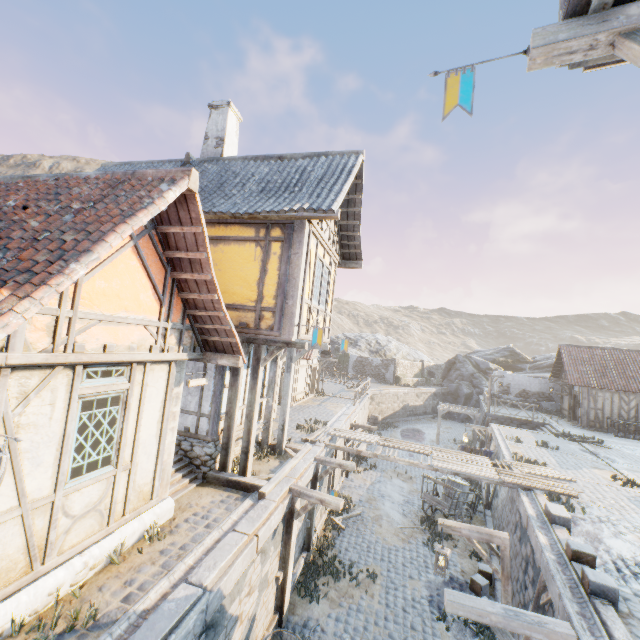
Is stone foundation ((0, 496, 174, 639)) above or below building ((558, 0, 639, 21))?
below

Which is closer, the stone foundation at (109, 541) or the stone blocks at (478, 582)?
the stone foundation at (109, 541)

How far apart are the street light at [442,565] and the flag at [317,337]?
5.5m

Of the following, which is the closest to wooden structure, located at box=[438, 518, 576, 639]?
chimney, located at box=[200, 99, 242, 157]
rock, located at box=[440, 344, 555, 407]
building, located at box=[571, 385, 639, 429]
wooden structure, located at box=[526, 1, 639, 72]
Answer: wooden structure, located at box=[526, 1, 639, 72]

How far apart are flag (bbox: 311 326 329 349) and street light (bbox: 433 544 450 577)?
5.52m

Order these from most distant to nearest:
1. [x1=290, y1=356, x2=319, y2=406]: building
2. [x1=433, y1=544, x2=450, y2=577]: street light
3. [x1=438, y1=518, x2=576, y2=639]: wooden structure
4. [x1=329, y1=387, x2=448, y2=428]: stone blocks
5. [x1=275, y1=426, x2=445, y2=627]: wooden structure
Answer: [x1=290, y1=356, x2=319, y2=406]: building < [x1=329, y1=387, x2=448, y2=428]: stone blocks < [x1=275, y1=426, x2=445, y2=627]: wooden structure < [x1=433, y1=544, x2=450, y2=577]: street light < [x1=438, y1=518, x2=576, y2=639]: wooden structure

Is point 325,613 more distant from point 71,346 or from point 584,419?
point 584,419

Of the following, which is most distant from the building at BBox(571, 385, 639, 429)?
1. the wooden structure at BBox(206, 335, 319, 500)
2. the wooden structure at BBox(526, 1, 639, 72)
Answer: the wooden structure at BBox(526, 1, 639, 72)
